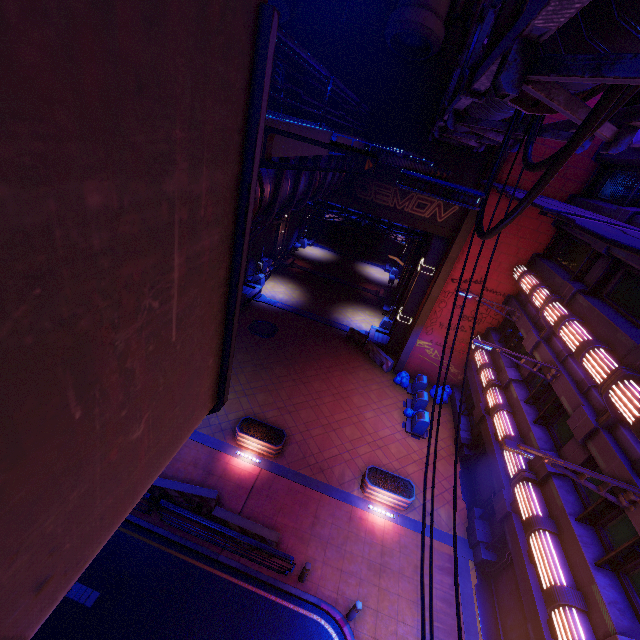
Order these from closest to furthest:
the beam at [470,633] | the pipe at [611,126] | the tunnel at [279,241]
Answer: the pipe at [611,126]
the beam at [470,633]
the tunnel at [279,241]

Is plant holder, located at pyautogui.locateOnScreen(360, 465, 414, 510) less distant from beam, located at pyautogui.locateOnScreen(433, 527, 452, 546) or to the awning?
beam, located at pyautogui.locateOnScreen(433, 527, 452, 546)

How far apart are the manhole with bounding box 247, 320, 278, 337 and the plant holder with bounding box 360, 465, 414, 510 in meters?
10.9 m

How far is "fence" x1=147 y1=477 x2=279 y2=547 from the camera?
11.1m

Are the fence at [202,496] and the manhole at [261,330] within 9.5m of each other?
no

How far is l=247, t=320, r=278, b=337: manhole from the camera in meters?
22.0

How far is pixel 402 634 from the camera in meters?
10.4

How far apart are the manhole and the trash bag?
8.57m
